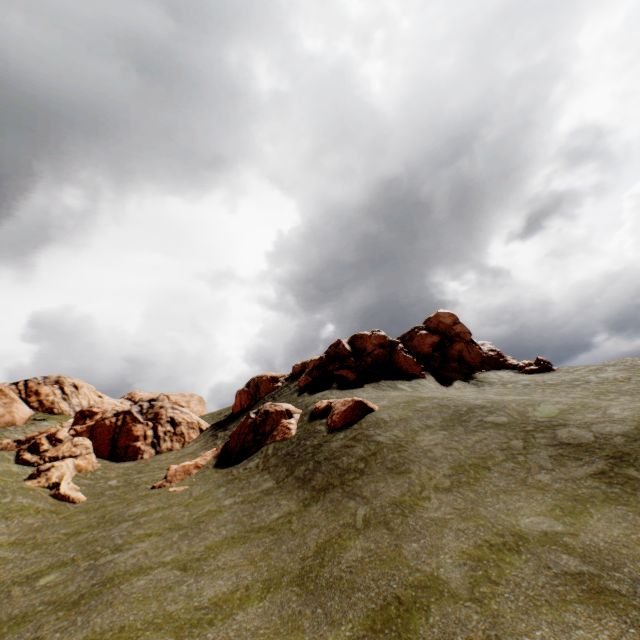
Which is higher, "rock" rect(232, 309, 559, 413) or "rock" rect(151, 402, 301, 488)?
"rock" rect(232, 309, 559, 413)

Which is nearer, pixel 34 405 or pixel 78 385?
pixel 34 405

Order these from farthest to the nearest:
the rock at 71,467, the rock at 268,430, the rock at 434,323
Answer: the rock at 434,323 → the rock at 71,467 → the rock at 268,430

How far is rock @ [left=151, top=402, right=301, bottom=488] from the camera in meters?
20.7

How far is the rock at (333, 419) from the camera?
18.3m

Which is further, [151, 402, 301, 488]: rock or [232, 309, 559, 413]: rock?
[232, 309, 559, 413]: rock

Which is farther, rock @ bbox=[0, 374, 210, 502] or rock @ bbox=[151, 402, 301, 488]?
rock @ bbox=[0, 374, 210, 502]
